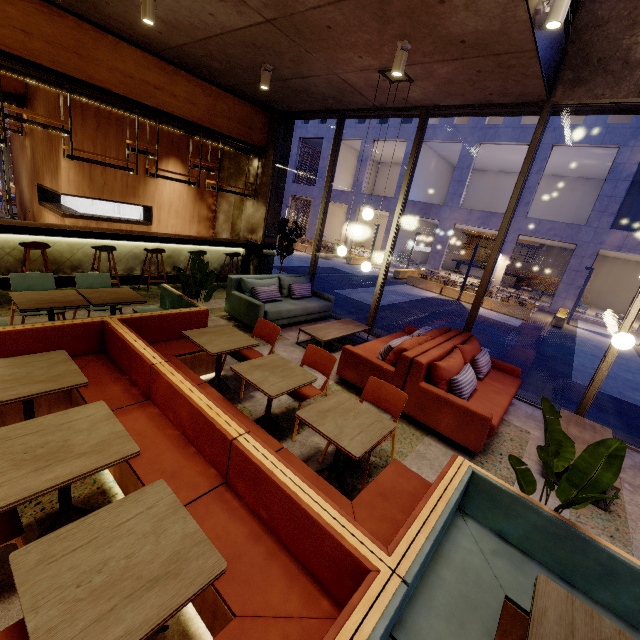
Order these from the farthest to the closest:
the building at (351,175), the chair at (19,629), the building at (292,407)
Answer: the building at (351,175) → the building at (292,407) → the chair at (19,629)

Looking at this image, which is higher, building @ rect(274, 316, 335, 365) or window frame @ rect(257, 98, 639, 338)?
window frame @ rect(257, 98, 639, 338)

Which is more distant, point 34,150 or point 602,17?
point 34,150

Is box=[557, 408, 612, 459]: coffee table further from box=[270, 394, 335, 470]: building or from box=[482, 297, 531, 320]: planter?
box=[482, 297, 531, 320]: planter

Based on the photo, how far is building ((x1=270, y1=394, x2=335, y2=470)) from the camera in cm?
327

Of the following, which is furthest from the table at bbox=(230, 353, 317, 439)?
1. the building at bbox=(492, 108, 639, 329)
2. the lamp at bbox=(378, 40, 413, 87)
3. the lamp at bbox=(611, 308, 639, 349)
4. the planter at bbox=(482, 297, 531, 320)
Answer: the building at bbox=(492, 108, 639, 329)

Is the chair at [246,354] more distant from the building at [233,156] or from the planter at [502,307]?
the planter at [502,307]

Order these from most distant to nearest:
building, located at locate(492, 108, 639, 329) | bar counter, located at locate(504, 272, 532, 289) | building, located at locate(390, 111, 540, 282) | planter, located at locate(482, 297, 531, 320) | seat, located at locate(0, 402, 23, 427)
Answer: bar counter, located at locate(504, 272, 532, 289) → building, located at locate(390, 111, 540, 282) → building, located at locate(492, 108, 639, 329) → planter, located at locate(482, 297, 531, 320) → seat, located at locate(0, 402, 23, 427)
